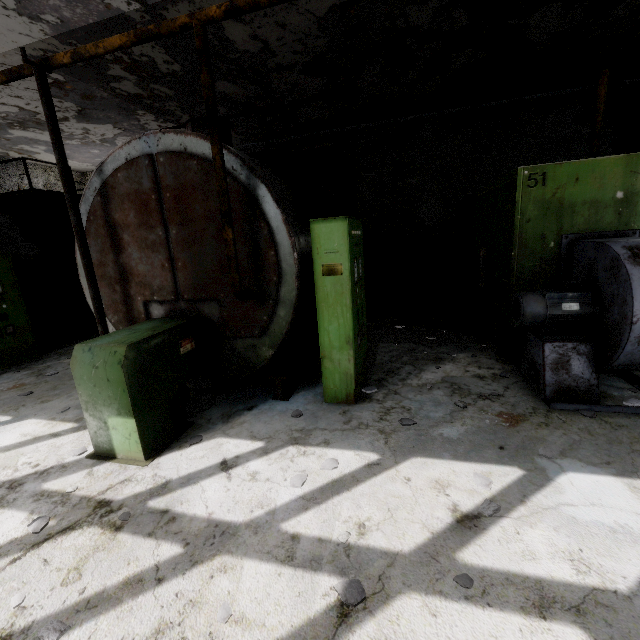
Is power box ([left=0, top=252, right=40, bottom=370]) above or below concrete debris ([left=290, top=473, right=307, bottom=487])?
above

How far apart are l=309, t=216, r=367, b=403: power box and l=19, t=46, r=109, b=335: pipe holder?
3.0 meters

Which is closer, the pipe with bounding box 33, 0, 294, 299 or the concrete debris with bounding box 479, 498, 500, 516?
the concrete debris with bounding box 479, 498, 500, 516

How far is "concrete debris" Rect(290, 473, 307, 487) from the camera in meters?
3.0 m

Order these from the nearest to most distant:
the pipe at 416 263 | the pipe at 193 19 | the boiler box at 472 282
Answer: the pipe at 193 19, the boiler box at 472 282, the pipe at 416 263

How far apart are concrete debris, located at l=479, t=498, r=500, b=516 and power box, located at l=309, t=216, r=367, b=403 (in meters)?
1.98

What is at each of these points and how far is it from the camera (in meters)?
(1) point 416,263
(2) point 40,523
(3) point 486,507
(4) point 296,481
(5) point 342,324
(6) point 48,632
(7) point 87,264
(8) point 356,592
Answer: (1) pipe, 13.24
(2) concrete debris, 2.76
(3) concrete debris, 2.58
(4) concrete debris, 3.02
(5) power box, 4.14
(6) concrete debris, 1.95
(7) pipe holder, 4.29
(8) concrete debris, 2.04

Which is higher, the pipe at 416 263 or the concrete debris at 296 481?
the pipe at 416 263
